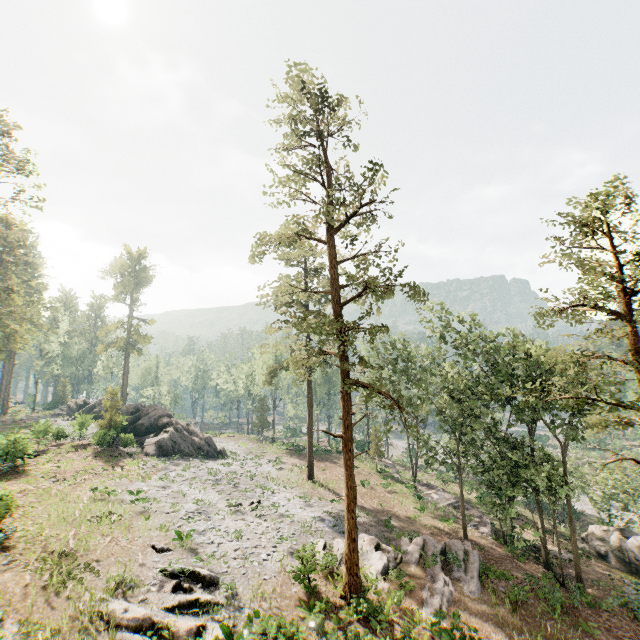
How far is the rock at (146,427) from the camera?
34.7m

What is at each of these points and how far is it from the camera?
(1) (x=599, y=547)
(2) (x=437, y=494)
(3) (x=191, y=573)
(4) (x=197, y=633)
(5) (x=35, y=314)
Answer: (1) rock, 28.62m
(2) ground embankment, 36.69m
(3) foliage, 15.79m
(4) foliage, 12.24m
(5) foliage, 31.47m

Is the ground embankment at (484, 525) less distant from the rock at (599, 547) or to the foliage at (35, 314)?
the foliage at (35, 314)

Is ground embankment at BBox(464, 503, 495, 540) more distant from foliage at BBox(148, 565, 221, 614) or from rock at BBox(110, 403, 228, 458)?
rock at BBox(110, 403, 228, 458)

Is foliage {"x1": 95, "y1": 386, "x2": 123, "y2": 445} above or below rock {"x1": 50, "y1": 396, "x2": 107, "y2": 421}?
above

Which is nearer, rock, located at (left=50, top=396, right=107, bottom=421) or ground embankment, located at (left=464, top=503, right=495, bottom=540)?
ground embankment, located at (left=464, top=503, right=495, bottom=540)

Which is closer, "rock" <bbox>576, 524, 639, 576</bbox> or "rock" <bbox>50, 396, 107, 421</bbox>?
"rock" <bbox>576, 524, 639, 576</bbox>
